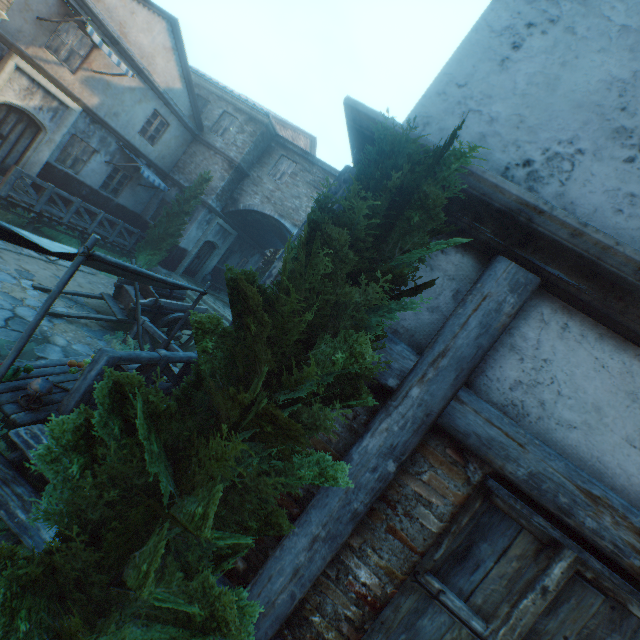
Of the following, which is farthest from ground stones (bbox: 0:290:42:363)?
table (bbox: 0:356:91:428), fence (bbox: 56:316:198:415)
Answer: table (bbox: 0:356:91:428)

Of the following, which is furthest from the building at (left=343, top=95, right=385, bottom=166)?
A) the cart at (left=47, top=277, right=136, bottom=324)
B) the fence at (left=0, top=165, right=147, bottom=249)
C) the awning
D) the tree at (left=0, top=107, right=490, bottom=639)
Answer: the cart at (left=47, top=277, right=136, bottom=324)

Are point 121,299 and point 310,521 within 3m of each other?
no

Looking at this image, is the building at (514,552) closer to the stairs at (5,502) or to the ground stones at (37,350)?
the stairs at (5,502)

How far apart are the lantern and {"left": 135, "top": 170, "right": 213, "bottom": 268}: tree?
11.86m

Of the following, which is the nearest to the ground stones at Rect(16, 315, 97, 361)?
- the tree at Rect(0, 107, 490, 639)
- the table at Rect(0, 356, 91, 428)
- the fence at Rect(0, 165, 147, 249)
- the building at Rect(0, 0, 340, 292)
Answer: the table at Rect(0, 356, 91, 428)

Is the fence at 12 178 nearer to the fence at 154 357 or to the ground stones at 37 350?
the ground stones at 37 350

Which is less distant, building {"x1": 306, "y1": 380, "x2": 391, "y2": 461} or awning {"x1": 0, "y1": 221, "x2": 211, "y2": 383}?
building {"x1": 306, "y1": 380, "x2": 391, "y2": 461}
